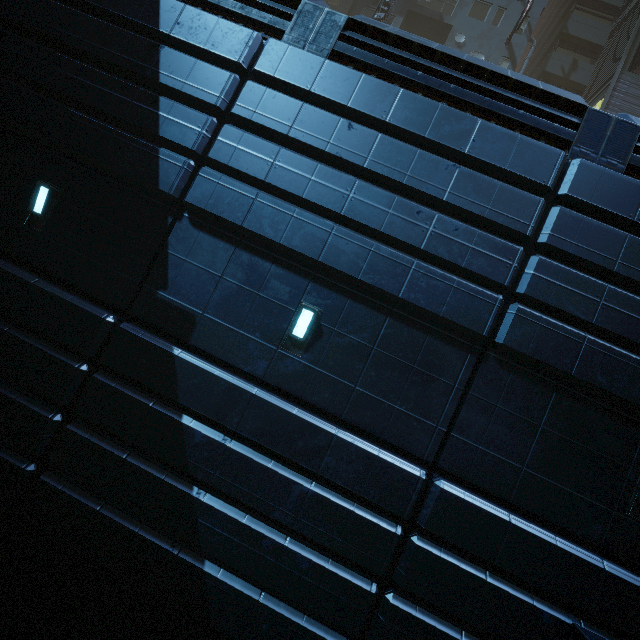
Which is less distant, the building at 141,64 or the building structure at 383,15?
the building at 141,64

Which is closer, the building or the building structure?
the building

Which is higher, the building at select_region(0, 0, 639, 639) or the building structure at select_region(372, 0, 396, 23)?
the building structure at select_region(372, 0, 396, 23)

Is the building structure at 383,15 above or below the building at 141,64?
above

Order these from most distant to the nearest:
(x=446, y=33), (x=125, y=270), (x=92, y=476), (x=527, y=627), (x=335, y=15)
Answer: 1. (x=446, y=33)
2. (x=335, y=15)
3. (x=125, y=270)
4. (x=92, y=476)
5. (x=527, y=627)
